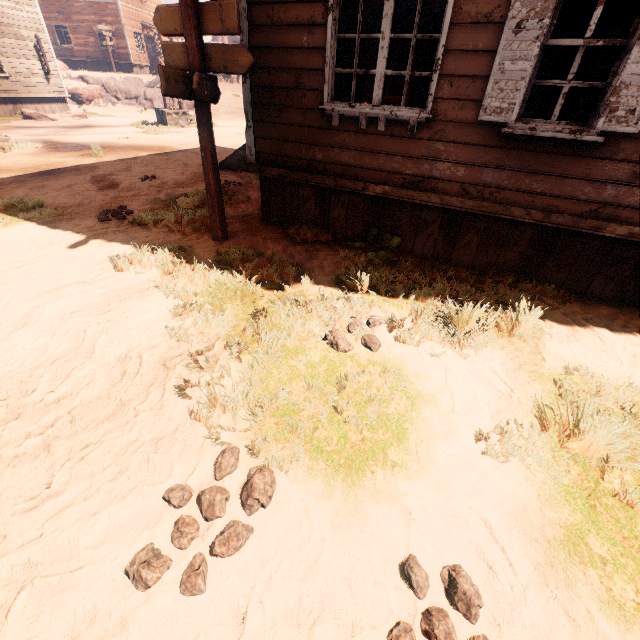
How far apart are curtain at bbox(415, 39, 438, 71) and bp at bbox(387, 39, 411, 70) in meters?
5.2 m

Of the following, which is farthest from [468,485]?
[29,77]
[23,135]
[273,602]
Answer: [29,77]

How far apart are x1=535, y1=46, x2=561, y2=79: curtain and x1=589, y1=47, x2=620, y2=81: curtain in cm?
35

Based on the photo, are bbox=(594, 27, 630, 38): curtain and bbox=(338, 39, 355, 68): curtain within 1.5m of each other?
no

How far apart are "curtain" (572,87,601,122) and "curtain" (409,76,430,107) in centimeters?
154cm

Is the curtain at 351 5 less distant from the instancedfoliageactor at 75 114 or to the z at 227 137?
the z at 227 137

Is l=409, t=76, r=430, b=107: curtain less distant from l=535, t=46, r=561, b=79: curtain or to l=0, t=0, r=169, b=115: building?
l=0, t=0, r=169, b=115: building

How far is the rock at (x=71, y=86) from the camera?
25.1 meters
